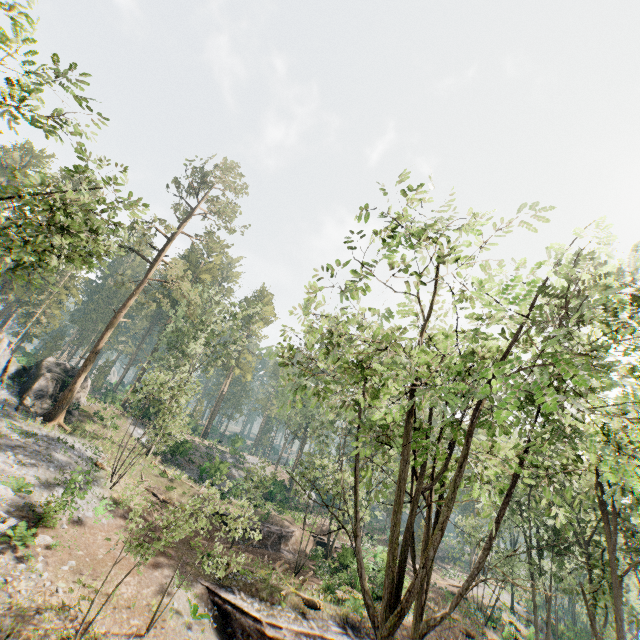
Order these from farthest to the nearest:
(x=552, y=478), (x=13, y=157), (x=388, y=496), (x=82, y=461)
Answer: (x=13, y=157), (x=388, y=496), (x=552, y=478), (x=82, y=461)

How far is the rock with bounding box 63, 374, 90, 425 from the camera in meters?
29.9

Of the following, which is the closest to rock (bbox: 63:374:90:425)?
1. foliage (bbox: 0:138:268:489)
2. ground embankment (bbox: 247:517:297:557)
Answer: foliage (bbox: 0:138:268:489)

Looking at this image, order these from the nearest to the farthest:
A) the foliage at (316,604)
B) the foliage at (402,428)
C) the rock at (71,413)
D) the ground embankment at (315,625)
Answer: the foliage at (402,428) < the ground embankment at (315,625) < the foliage at (316,604) < the rock at (71,413)

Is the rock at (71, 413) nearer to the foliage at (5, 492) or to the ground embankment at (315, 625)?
the foliage at (5, 492)

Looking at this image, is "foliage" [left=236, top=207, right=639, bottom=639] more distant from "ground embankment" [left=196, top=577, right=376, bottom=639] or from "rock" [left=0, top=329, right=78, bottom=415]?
"ground embankment" [left=196, top=577, right=376, bottom=639]

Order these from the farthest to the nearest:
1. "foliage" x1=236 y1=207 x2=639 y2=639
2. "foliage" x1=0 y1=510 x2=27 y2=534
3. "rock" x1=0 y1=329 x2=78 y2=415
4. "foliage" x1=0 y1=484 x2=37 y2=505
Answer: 1. "rock" x1=0 y1=329 x2=78 y2=415
2. "foliage" x1=0 y1=484 x2=37 y2=505
3. "foliage" x1=0 y1=510 x2=27 y2=534
4. "foliage" x1=236 y1=207 x2=639 y2=639

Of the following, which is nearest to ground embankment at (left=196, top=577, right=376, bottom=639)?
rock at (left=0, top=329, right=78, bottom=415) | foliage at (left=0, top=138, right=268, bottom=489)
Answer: foliage at (left=0, top=138, right=268, bottom=489)
